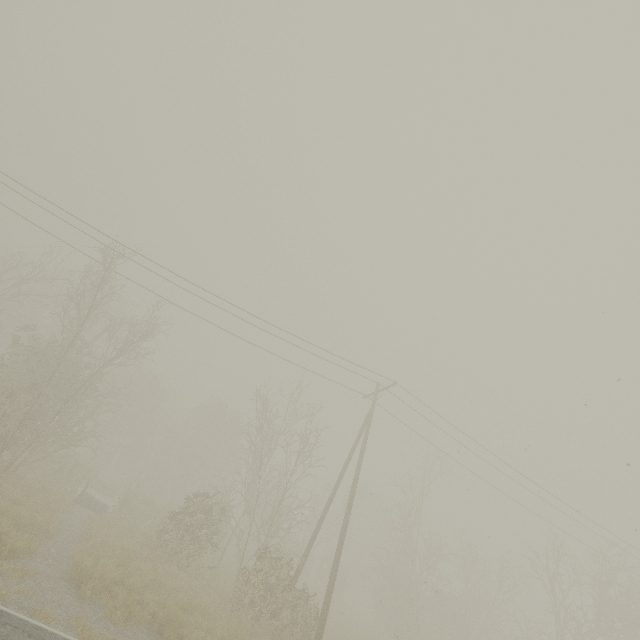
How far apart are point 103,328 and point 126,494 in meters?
27.5
